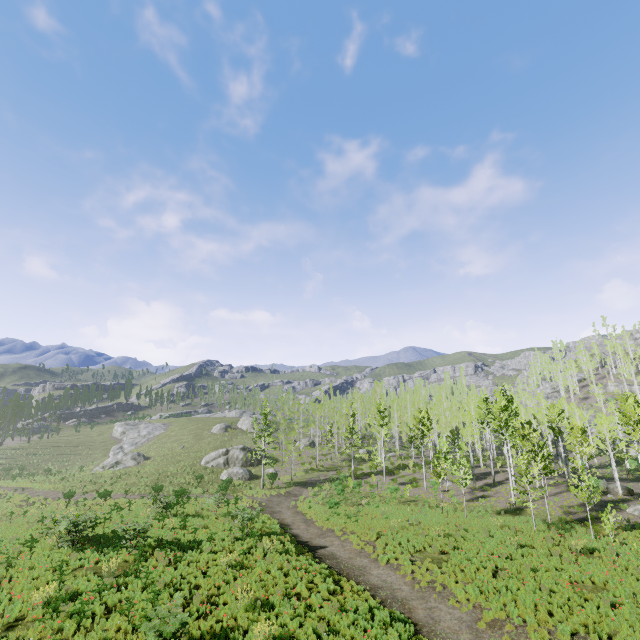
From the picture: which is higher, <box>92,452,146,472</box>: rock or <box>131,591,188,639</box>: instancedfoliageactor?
<box>131,591,188,639</box>: instancedfoliageactor

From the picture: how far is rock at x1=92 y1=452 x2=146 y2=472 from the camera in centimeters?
4997cm

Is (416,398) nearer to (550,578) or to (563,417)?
(563,417)

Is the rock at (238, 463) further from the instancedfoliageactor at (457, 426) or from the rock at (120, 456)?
the rock at (120, 456)

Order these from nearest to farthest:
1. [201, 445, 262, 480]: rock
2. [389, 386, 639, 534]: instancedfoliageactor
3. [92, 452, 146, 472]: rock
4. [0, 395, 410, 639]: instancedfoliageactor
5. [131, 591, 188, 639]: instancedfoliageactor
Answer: [131, 591, 188, 639]: instancedfoliageactor → [0, 395, 410, 639]: instancedfoliageactor → [389, 386, 639, 534]: instancedfoliageactor → [201, 445, 262, 480]: rock → [92, 452, 146, 472]: rock

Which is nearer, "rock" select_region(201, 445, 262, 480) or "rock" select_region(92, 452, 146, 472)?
"rock" select_region(201, 445, 262, 480)

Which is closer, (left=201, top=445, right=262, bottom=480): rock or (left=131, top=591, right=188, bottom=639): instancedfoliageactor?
(left=131, top=591, right=188, bottom=639): instancedfoliageactor

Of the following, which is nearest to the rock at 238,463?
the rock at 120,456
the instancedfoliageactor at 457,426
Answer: the instancedfoliageactor at 457,426
